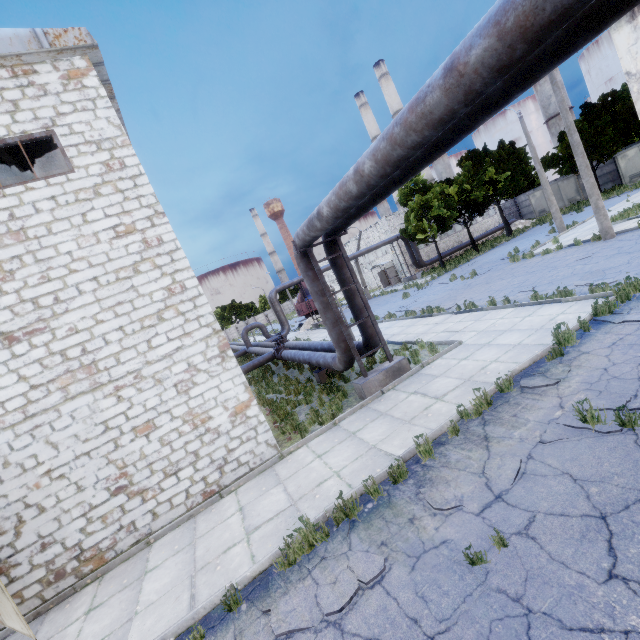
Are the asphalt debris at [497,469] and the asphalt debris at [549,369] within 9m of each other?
yes

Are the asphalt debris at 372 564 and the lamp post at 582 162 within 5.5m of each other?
no

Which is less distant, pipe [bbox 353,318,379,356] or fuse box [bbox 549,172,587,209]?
pipe [bbox 353,318,379,356]

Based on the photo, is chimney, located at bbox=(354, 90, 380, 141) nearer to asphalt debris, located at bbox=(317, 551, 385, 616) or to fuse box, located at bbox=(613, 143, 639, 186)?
fuse box, located at bbox=(613, 143, 639, 186)

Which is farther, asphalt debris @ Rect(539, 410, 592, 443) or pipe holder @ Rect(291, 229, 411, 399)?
pipe holder @ Rect(291, 229, 411, 399)

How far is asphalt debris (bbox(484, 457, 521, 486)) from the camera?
4.57m

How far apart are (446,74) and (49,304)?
8.6m

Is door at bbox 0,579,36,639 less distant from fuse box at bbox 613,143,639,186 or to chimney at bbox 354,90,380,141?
fuse box at bbox 613,143,639,186
